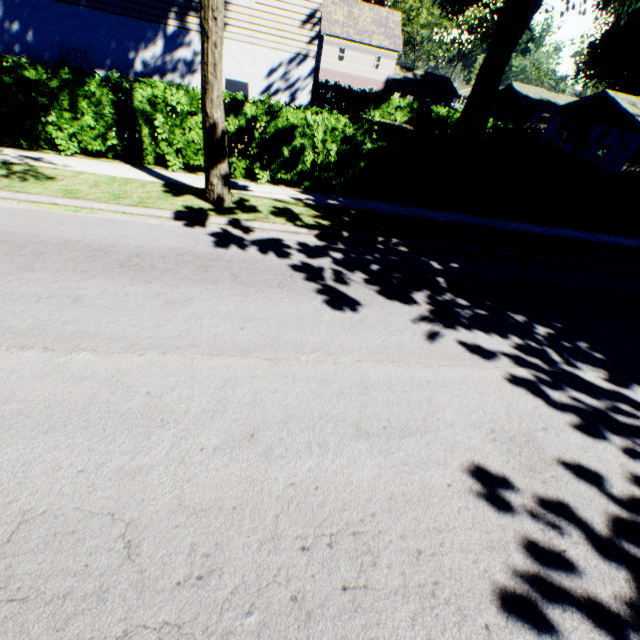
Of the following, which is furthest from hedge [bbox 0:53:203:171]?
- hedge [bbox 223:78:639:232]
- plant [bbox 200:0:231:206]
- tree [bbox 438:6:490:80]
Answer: tree [bbox 438:6:490:80]

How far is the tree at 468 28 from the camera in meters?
50.3

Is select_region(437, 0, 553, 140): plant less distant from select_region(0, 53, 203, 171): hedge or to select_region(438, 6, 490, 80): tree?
select_region(0, 53, 203, 171): hedge

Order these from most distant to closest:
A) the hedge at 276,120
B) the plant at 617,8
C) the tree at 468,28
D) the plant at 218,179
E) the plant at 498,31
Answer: the tree at 468,28 → the plant at 617,8 → the plant at 498,31 → the hedge at 276,120 → the plant at 218,179

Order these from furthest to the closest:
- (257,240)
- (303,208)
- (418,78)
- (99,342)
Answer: (418,78) → (303,208) → (257,240) → (99,342)

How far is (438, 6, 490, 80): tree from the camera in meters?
50.3

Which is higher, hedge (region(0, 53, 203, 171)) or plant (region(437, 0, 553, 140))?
plant (region(437, 0, 553, 140))

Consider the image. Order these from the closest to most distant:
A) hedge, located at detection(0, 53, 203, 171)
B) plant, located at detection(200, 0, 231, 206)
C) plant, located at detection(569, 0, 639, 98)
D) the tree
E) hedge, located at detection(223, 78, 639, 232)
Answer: plant, located at detection(200, 0, 231, 206), hedge, located at detection(0, 53, 203, 171), hedge, located at detection(223, 78, 639, 232), plant, located at detection(569, 0, 639, 98), the tree
